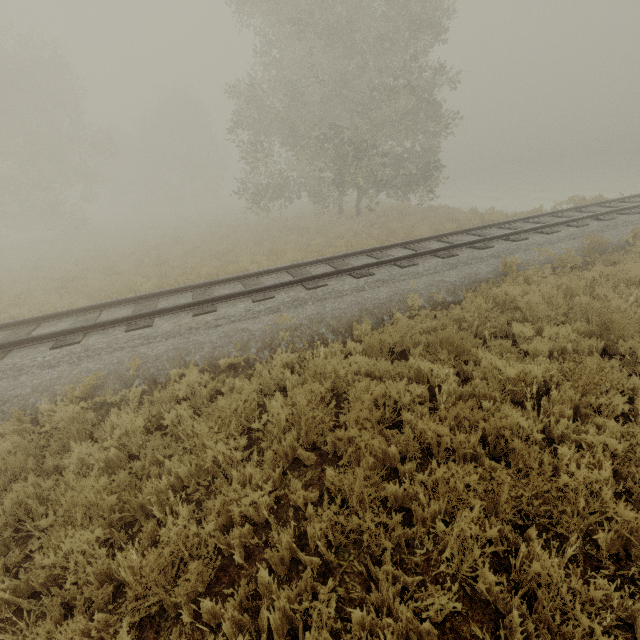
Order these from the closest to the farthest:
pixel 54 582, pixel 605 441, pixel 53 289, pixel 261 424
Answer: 1. pixel 54 582
2. pixel 605 441
3. pixel 261 424
4. pixel 53 289
